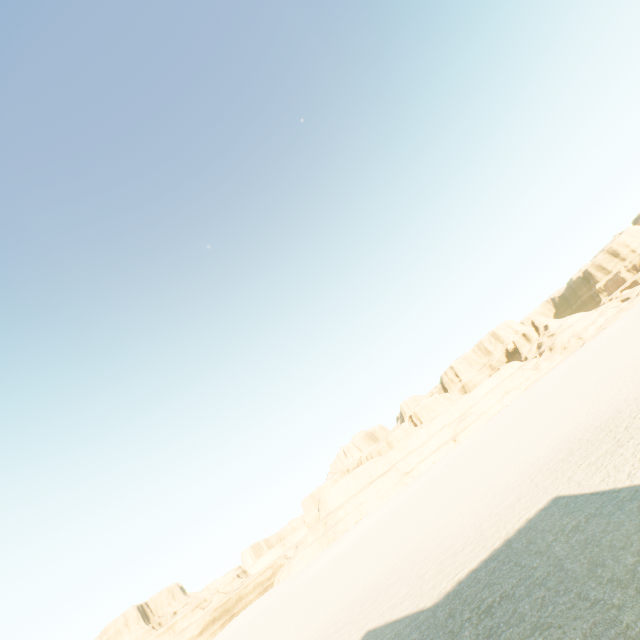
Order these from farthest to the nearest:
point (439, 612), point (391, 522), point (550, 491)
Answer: point (391, 522) < point (550, 491) < point (439, 612)
